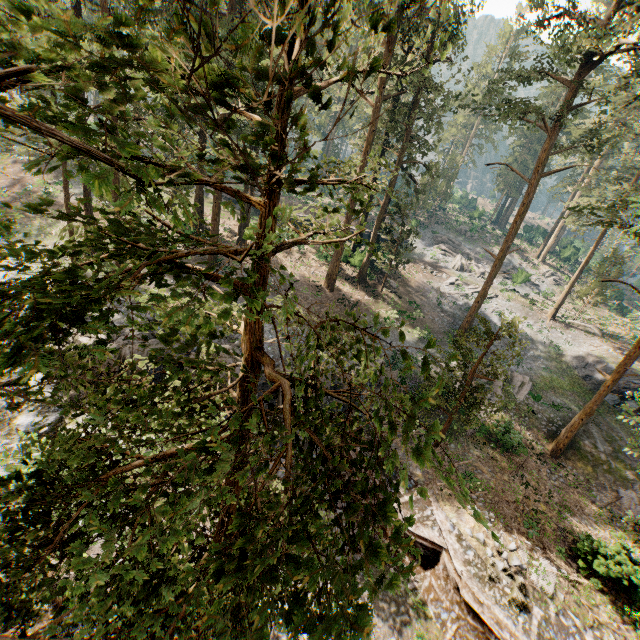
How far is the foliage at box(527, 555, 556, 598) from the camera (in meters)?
14.24

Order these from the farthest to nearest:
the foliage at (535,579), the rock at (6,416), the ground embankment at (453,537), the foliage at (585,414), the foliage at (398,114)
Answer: the foliage at (585,414) < the rock at (6,416) < the foliage at (535,579) < the ground embankment at (453,537) < the foliage at (398,114)

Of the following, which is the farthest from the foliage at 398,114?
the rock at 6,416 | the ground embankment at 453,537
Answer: the rock at 6,416

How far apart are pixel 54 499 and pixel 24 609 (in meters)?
1.38

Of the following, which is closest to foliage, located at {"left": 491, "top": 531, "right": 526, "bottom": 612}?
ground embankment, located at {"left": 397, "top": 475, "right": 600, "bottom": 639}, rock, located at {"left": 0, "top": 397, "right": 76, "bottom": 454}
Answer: ground embankment, located at {"left": 397, "top": 475, "right": 600, "bottom": 639}

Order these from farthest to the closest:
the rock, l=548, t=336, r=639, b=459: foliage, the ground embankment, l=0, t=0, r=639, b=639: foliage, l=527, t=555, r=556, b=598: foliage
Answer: l=548, t=336, r=639, b=459: foliage → the rock → l=527, t=555, r=556, b=598: foliage → the ground embankment → l=0, t=0, r=639, b=639: foliage

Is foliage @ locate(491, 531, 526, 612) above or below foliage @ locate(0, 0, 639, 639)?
below
